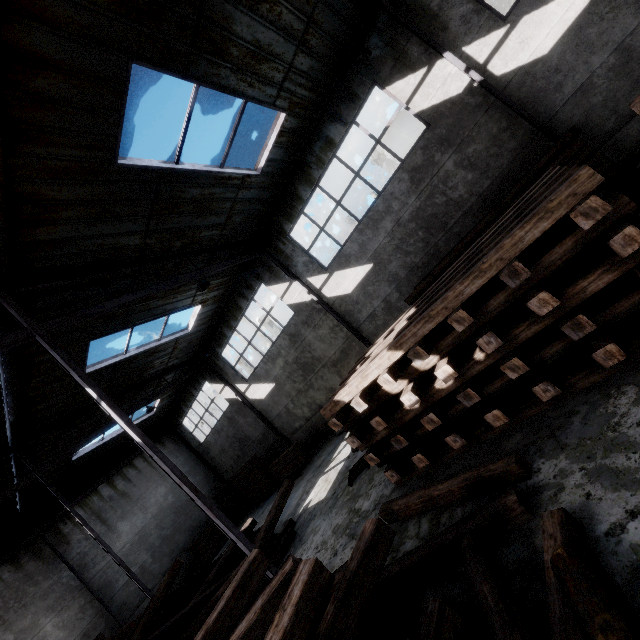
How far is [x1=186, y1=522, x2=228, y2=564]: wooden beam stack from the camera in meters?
16.4 m

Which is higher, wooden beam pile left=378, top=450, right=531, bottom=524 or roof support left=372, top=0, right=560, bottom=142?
roof support left=372, top=0, right=560, bottom=142

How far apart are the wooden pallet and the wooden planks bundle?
8.66m

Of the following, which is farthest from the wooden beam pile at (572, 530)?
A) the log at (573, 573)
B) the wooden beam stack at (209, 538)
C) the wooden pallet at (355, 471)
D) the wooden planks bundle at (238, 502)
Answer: the wooden beam stack at (209, 538)

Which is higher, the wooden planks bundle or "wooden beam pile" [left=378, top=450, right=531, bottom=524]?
the wooden planks bundle

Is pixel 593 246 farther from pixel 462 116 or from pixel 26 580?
pixel 26 580

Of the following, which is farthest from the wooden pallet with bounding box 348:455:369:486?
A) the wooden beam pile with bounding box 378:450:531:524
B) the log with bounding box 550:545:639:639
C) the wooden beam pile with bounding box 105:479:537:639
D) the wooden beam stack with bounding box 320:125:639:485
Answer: the log with bounding box 550:545:639:639

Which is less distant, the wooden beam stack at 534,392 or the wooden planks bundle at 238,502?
the wooden beam stack at 534,392
